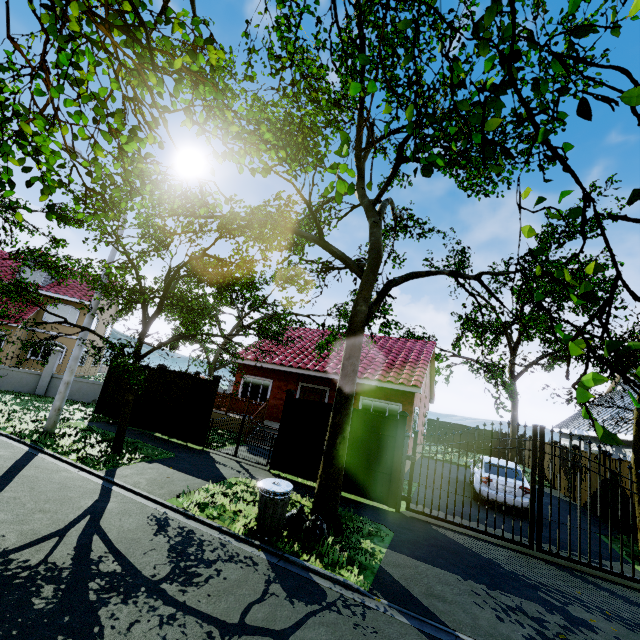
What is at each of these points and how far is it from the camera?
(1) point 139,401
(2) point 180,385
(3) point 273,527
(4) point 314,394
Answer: (1) fence, 13.3m
(2) fence, 12.7m
(3) trash can, 6.0m
(4) door, 16.5m

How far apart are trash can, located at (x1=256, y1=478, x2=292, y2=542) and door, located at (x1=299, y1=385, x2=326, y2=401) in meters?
9.4

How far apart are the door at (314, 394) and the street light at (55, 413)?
9.6m

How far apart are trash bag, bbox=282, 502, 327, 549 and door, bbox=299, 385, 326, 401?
9.1 meters

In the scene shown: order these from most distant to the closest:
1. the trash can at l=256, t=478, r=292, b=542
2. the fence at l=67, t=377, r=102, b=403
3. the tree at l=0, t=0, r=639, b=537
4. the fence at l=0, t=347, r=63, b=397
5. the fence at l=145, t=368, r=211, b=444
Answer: the fence at l=67, t=377, r=102, b=403 → the fence at l=0, t=347, r=63, b=397 → the fence at l=145, t=368, r=211, b=444 → the trash can at l=256, t=478, r=292, b=542 → the tree at l=0, t=0, r=639, b=537

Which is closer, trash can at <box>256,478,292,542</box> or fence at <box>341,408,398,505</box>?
trash can at <box>256,478,292,542</box>

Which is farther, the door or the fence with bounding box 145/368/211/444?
the door

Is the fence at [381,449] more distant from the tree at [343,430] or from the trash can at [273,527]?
the trash can at [273,527]
